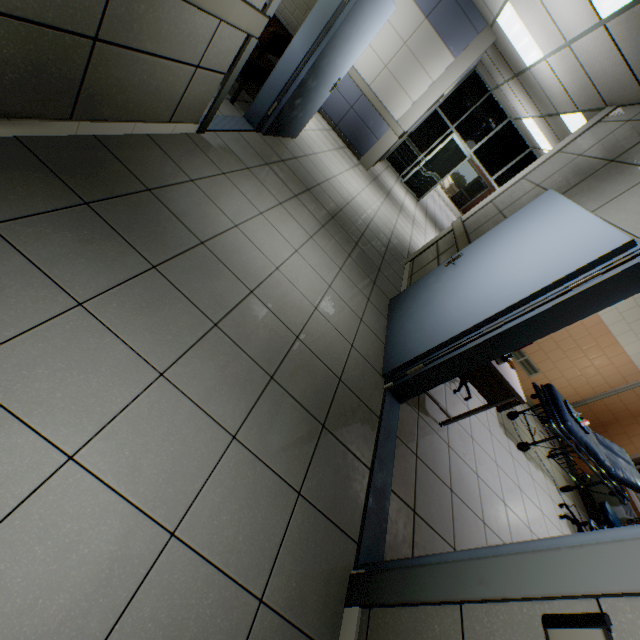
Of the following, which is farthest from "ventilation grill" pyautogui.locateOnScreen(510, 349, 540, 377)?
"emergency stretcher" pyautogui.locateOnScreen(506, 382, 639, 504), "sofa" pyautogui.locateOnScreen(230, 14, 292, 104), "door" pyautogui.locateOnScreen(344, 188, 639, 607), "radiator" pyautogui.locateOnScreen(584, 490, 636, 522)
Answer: "sofa" pyautogui.locateOnScreen(230, 14, 292, 104)

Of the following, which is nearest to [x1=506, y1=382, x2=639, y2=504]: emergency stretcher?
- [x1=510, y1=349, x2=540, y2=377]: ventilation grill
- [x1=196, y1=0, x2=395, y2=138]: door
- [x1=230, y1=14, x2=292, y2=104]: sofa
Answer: Result: [x1=510, y1=349, x2=540, y2=377]: ventilation grill

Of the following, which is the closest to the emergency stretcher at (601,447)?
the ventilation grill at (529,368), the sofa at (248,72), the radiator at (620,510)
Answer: the radiator at (620,510)

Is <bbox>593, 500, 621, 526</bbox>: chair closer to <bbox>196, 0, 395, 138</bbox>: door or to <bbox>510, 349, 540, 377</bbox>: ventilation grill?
<bbox>510, 349, 540, 377</bbox>: ventilation grill

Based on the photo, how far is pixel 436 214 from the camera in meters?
12.7 m

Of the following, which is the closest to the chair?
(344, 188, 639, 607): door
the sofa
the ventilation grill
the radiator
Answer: the radiator

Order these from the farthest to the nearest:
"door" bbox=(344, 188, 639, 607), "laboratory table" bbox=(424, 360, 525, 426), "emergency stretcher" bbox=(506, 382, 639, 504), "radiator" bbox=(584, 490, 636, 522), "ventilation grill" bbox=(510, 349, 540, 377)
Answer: "ventilation grill" bbox=(510, 349, 540, 377) < "radiator" bbox=(584, 490, 636, 522) < "emergency stretcher" bbox=(506, 382, 639, 504) < "laboratory table" bbox=(424, 360, 525, 426) < "door" bbox=(344, 188, 639, 607)

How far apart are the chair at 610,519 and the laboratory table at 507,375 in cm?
267
